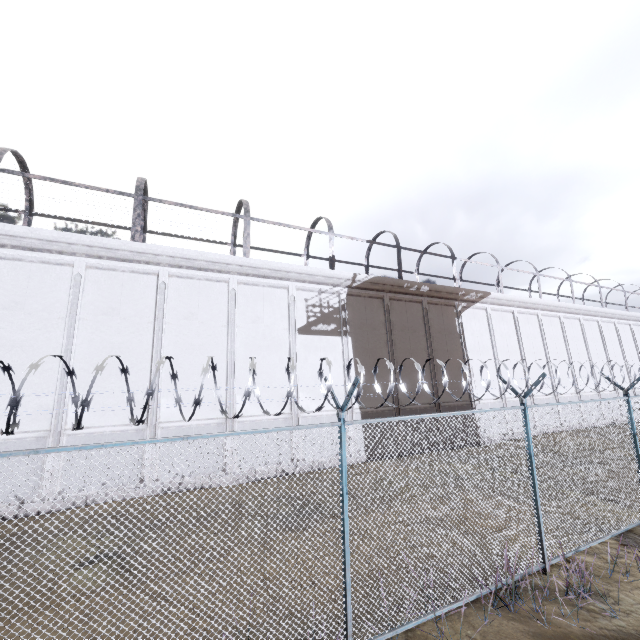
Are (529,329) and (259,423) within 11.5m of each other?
no

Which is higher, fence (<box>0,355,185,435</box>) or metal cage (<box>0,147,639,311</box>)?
metal cage (<box>0,147,639,311</box>)

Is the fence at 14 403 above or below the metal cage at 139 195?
below

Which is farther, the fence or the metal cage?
the metal cage

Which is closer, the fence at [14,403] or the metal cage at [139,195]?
the fence at [14,403]
